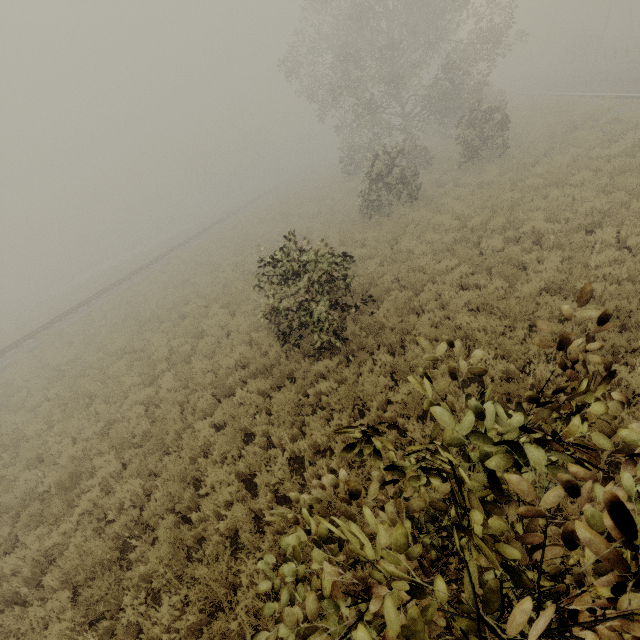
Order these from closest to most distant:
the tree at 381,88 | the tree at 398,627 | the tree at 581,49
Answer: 1. the tree at 398,627
2. the tree at 381,88
3. the tree at 581,49

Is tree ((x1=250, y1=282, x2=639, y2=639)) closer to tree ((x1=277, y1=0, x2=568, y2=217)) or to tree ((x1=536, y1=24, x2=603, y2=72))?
tree ((x1=277, y1=0, x2=568, y2=217))

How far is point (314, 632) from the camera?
1.7 meters

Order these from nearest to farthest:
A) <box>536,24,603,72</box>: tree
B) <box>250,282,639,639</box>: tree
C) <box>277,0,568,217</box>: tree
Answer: <box>250,282,639,639</box>: tree
<box>277,0,568,217</box>: tree
<box>536,24,603,72</box>: tree

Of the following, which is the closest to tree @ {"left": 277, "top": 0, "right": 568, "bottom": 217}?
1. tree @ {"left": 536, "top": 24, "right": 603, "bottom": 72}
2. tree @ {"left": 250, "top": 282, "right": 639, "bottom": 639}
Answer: tree @ {"left": 250, "top": 282, "right": 639, "bottom": 639}

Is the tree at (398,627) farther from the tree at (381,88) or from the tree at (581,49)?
the tree at (581,49)
